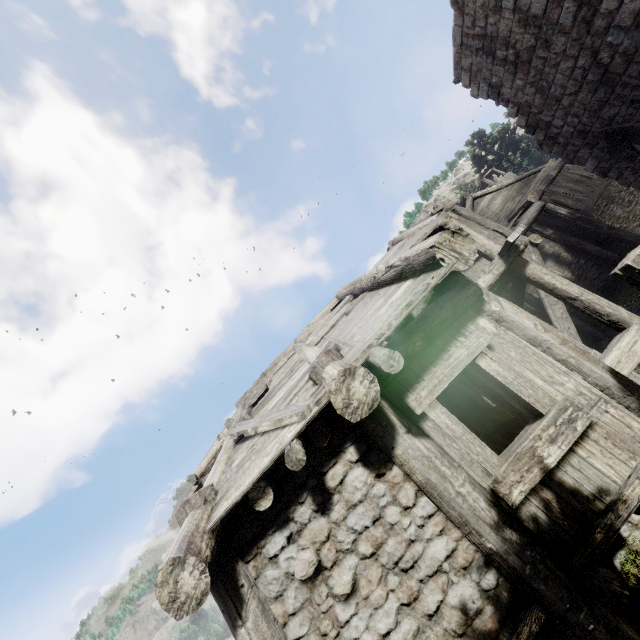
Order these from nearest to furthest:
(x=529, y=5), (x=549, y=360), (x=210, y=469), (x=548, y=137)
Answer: (x=549, y=360), (x=529, y=5), (x=210, y=469), (x=548, y=137)
